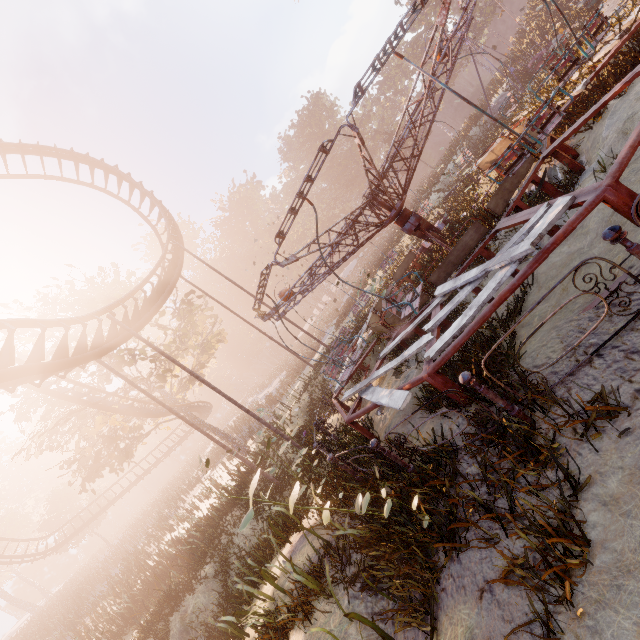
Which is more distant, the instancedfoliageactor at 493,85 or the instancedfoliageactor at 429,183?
the instancedfoliageactor at 493,85

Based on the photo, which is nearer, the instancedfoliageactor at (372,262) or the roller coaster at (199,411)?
the instancedfoliageactor at (372,262)

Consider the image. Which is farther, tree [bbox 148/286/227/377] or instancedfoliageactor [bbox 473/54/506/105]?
instancedfoliageactor [bbox 473/54/506/105]

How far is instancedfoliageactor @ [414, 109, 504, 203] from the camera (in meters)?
20.33

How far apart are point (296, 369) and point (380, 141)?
46.50m

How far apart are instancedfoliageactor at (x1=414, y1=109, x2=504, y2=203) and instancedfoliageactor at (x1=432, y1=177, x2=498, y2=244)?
17.9 meters

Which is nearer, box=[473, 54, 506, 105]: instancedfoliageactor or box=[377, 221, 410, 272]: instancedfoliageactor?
box=[377, 221, 410, 272]: instancedfoliageactor

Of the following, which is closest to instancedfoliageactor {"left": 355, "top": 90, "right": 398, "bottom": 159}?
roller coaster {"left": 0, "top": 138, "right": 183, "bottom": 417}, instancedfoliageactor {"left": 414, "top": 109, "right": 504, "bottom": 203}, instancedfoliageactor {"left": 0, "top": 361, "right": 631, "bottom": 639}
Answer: instancedfoliageactor {"left": 414, "top": 109, "right": 504, "bottom": 203}
